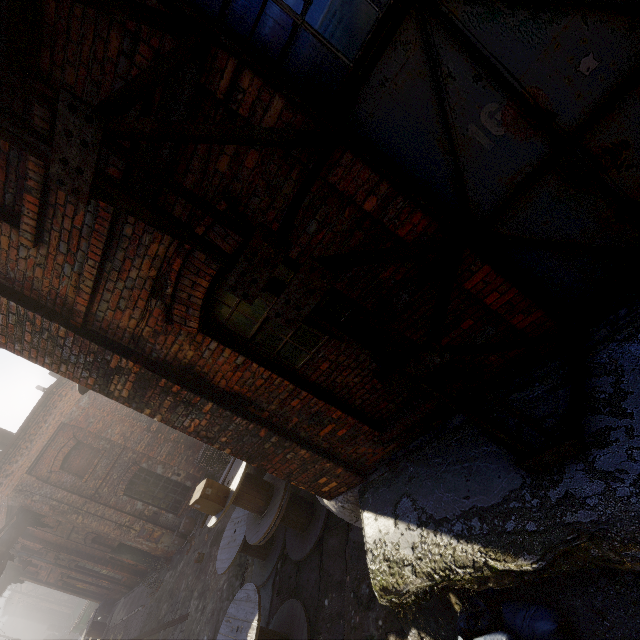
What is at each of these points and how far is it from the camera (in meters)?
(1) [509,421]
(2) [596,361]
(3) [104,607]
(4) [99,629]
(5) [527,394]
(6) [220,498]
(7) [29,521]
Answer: (1) building, 2.95
(2) building, 2.57
(3) trash bag, 19.64
(4) spool, 17.38
(5) building, 2.92
(6) carton, 5.68
(7) pipe, 13.04

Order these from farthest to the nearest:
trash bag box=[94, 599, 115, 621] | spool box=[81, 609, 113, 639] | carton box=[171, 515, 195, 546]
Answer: trash bag box=[94, 599, 115, 621] < spool box=[81, 609, 113, 639] < carton box=[171, 515, 195, 546]

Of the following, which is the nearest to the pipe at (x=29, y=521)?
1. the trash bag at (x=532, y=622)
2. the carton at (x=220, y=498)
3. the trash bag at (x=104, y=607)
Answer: the trash bag at (x=104, y=607)

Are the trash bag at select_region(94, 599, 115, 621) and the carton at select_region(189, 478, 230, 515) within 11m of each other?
no

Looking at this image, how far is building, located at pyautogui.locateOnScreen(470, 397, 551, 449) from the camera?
2.6 meters

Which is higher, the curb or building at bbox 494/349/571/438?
building at bbox 494/349/571/438

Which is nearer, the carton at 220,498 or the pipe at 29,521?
the carton at 220,498

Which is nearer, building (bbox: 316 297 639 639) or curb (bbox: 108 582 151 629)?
building (bbox: 316 297 639 639)
